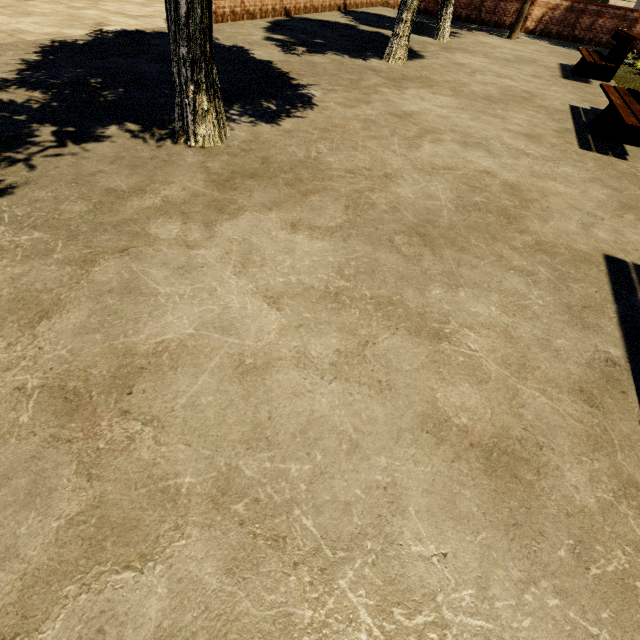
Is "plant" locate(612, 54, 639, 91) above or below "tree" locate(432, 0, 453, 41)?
below

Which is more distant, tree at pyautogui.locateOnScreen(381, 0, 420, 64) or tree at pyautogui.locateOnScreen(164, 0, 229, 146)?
tree at pyautogui.locateOnScreen(381, 0, 420, 64)

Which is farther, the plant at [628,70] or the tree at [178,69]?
the plant at [628,70]

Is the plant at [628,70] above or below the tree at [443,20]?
below

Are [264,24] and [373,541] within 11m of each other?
no

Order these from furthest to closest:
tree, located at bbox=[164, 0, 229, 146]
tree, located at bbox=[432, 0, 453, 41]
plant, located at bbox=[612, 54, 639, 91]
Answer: tree, located at bbox=[432, 0, 453, 41] → plant, located at bbox=[612, 54, 639, 91] → tree, located at bbox=[164, 0, 229, 146]
